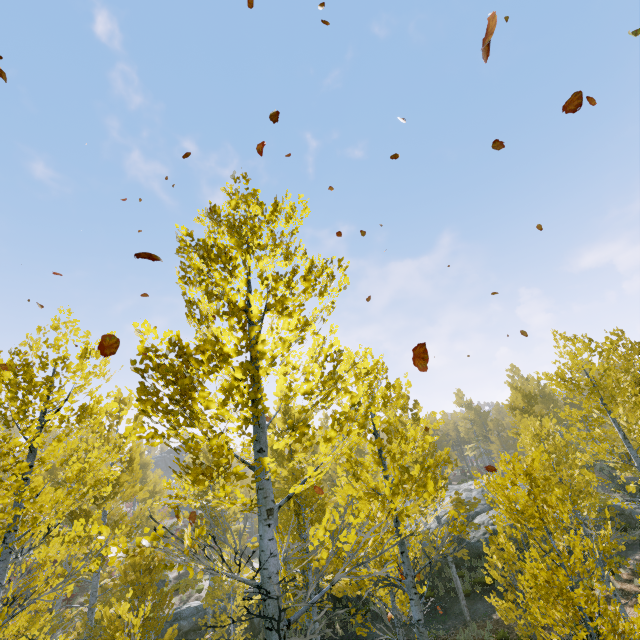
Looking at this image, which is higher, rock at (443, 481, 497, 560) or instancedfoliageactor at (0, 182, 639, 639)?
instancedfoliageactor at (0, 182, 639, 639)

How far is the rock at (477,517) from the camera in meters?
18.8

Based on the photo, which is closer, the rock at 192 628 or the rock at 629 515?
the rock at 192 628

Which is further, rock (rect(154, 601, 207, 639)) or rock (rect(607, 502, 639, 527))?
rock (rect(607, 502, 639, 527))

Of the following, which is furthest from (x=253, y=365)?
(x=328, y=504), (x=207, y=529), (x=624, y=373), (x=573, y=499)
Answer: (x=207, y=529)

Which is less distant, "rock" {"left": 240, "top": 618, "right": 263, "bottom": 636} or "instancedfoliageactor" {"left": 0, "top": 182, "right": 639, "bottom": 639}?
"instancedfoliageactor" {"left": 0, "top": 182, "right": 639, "bottom": 639}
